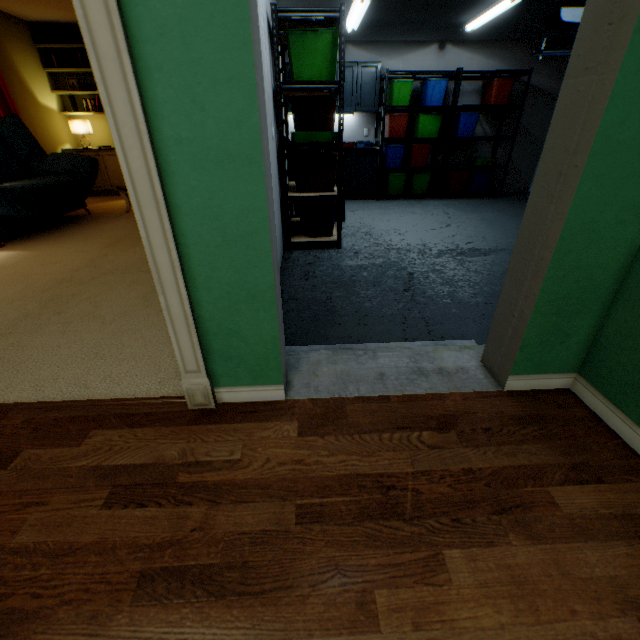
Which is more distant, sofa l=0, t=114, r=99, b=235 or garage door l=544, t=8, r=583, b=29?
garage door l=544, t=8, r=583, b=29

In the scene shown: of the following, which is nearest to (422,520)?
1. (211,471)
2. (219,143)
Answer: (211,471)

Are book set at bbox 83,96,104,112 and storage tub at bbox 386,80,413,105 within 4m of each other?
no

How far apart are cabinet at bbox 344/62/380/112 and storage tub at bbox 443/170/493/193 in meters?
1.7 m

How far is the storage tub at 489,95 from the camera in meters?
5.3 m

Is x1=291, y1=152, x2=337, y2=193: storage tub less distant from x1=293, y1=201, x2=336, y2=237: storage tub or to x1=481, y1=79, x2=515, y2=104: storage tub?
x1=293, y1=201, x2=336, y2=237: storage tub

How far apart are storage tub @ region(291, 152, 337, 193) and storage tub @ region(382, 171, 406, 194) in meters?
2.5

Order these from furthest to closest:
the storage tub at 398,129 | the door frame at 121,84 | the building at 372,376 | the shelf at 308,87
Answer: the storage tub at 398,129, the shelf at 308,87, the building at 372,376, the door frame at 121,84
